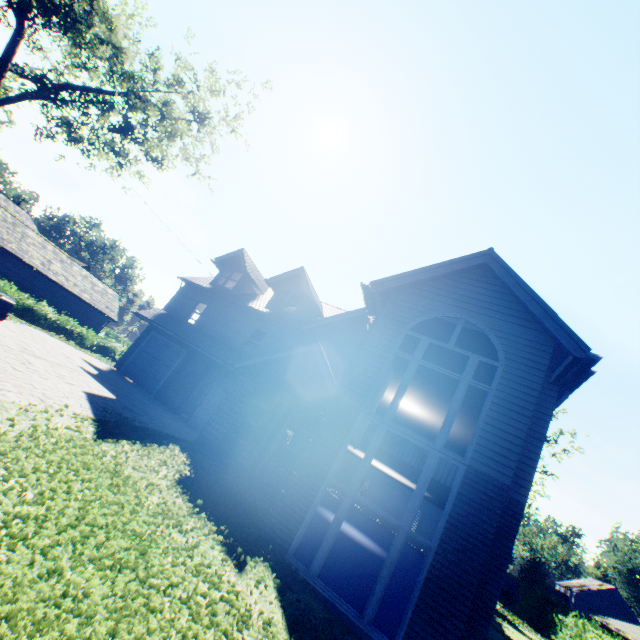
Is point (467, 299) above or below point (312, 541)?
above

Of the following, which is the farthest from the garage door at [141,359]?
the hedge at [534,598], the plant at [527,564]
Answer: the hedge at [534,598]

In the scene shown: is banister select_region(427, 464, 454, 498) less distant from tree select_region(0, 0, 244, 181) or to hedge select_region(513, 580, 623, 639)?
hedge select_region(513, 580, 623, 639)

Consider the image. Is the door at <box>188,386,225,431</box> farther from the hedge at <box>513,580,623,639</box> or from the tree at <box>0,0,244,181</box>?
the hedge at <box>513,580,623,639</box>

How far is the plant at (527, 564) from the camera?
31.6 meters

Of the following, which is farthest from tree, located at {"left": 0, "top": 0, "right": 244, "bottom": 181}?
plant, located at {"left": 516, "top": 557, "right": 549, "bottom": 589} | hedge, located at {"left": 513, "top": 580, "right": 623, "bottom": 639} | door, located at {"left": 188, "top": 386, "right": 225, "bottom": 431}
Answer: door, located at {"left": 188, "top": 386, "right": 225, "bottom": 431}

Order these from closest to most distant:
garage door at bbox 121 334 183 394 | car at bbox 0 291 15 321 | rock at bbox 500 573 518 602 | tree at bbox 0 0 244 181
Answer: car at bbox 0 291 15 321, tree at bbox 0 0 244 181, garage door at bbox 121 334 183 394, rock at bbox 500 573 518 602

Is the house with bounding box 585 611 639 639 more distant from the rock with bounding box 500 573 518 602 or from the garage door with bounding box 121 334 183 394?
the garage door with bounding box 121 334 183 394
